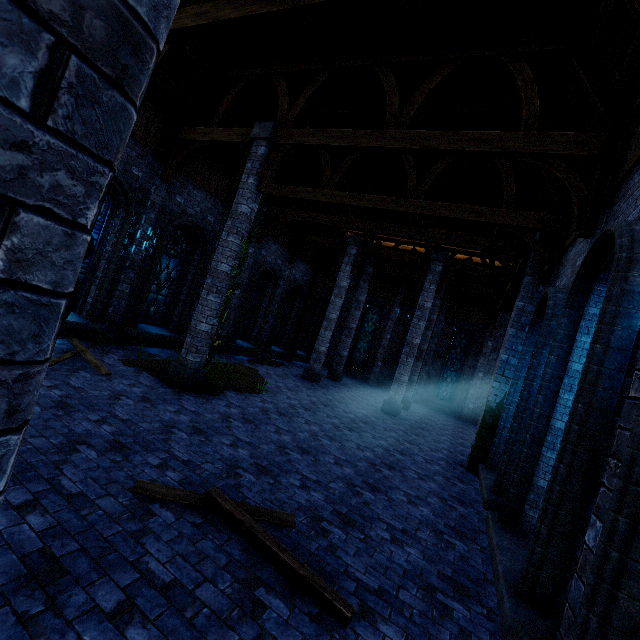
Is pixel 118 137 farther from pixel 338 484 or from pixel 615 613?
pixel 338 484

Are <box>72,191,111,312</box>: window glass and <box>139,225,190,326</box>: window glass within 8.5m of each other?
yes

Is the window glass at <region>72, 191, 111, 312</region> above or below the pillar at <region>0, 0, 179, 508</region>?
above

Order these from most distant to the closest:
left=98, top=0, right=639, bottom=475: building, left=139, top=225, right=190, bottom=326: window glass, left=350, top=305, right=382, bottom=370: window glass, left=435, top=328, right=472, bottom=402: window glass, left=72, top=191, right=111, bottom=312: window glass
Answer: left=350, top=305, right=382, bottom=370: window glass, left=435, top=328, right=472, bottom=402: window glass, left=139, top=225, right=190, bottom=326: window glass, left=72, top=191, right=111, bottom=312: window glass, left=98, top=0, right=639, bottom=475: building

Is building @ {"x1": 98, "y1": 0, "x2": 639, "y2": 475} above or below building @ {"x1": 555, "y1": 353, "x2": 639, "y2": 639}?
above

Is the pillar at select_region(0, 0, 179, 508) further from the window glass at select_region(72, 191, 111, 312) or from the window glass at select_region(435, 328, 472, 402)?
the window glass at select_region(435, 328, 472, 402)

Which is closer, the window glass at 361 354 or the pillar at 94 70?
the pillar at 94 70

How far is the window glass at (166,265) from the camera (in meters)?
11.18
